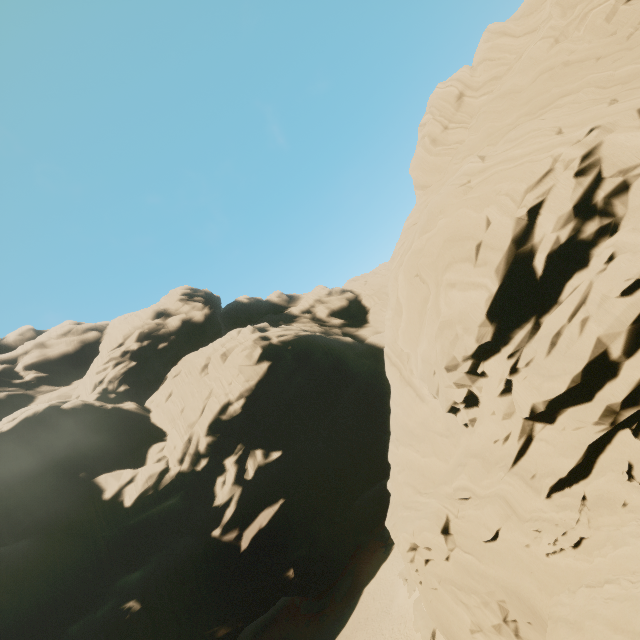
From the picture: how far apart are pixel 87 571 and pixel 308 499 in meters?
26.8
